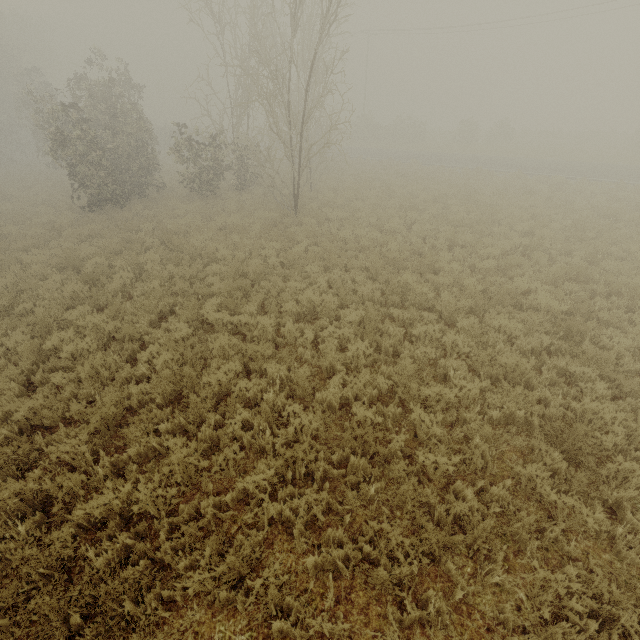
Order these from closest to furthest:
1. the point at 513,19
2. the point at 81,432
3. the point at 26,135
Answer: the point at 81,432 → the point at 513,19 → the point at 26,135
